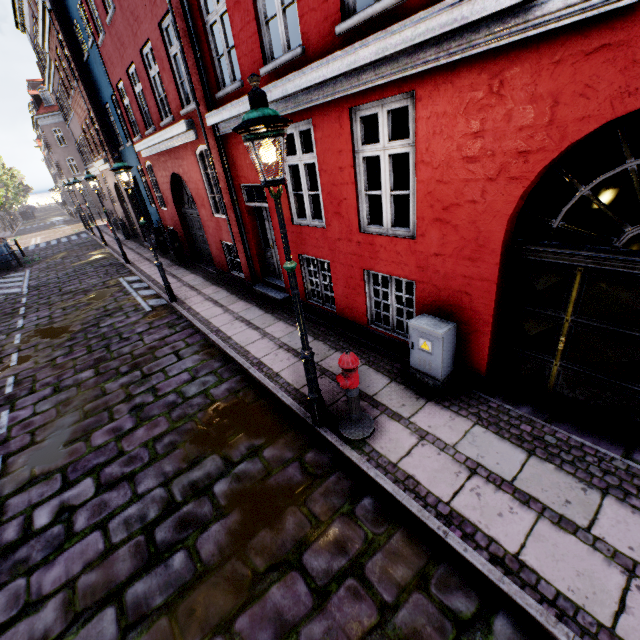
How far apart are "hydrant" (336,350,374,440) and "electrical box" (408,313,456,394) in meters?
1.0

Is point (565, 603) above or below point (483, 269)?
below

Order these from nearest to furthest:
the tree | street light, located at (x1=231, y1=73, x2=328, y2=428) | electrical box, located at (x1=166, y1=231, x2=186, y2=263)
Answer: street light, located at (x1=231, y1=73, x2=328, y2=428)
electrical box, located at (x1=166, y1=231, x2=186, y2=263)
the tree

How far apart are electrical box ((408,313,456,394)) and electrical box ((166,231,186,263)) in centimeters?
1155cm

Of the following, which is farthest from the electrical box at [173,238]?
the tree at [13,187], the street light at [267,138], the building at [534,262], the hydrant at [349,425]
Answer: the hydrant at [349,425]

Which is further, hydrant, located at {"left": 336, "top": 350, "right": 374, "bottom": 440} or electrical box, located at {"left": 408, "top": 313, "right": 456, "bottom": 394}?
electrical box, located at {"left": 408, "top": 313, "right": 456, "bottom": 394}

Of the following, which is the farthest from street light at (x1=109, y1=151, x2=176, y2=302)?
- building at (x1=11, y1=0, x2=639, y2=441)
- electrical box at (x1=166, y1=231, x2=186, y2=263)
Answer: electrical box at (x1=166, y1=231, x2=186, y2=263)

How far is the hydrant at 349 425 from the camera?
3.8m
